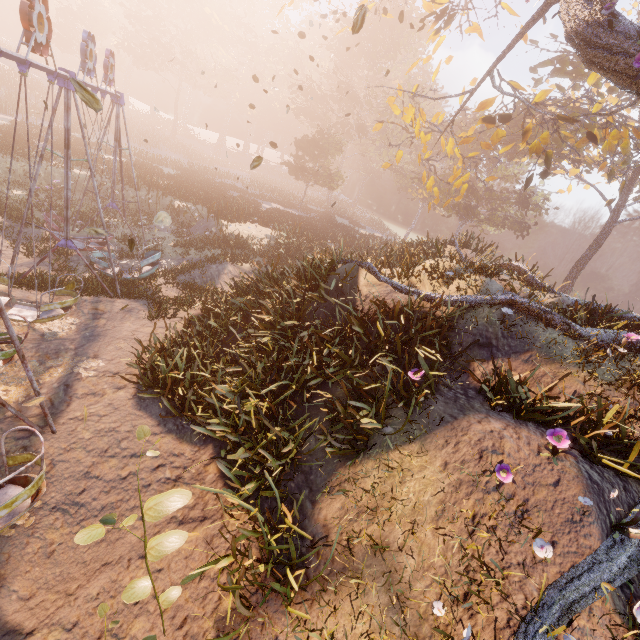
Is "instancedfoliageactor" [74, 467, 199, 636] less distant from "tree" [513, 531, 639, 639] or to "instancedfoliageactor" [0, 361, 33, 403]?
"tree" [513, 531, 639, 639]

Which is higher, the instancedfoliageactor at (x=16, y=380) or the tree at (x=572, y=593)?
the tree at (x=572, y=593)

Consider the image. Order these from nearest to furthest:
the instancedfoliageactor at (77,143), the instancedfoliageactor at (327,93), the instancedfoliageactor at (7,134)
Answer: the instancedfoliageactor at (327,93) → the instancedfoliageactor at (7,134) → the instancedfoliageactor at (77,143)

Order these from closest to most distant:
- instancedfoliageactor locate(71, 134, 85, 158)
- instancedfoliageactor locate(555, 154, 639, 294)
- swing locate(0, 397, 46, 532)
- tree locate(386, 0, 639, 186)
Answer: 1. swing locate(0, 397, 46, 532)
2. tree locate(386, 0, 639, 186)
3. instancedfoliageactor locate(71, 134, 85, 158)
4. instancedfoliageactor locate(555, 154, 639, 294)

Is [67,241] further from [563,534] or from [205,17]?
[205,17]

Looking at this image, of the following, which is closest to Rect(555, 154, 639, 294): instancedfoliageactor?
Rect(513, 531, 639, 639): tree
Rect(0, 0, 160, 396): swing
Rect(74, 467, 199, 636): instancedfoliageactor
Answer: Rect(0, 0, 160, 396): swing

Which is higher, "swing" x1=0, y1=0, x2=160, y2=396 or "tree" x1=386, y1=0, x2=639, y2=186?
"tree" x1=386, y1=0, x2=639, y2=186

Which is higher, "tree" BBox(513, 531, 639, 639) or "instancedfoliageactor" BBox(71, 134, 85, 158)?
"tree" BBox(513, 531, 639, 639)
